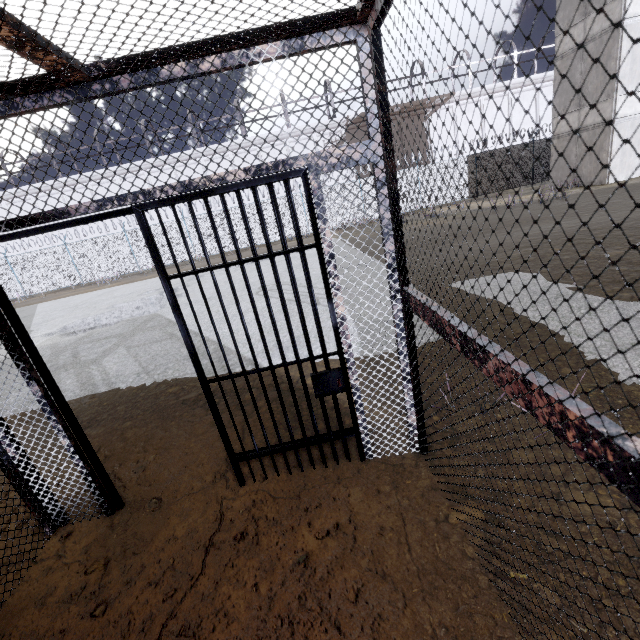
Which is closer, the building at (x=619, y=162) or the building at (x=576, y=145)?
the building at (x=619, y=162)

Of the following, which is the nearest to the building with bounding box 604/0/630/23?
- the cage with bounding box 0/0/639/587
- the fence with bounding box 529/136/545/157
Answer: the fence with bounding box 529/136/545/157

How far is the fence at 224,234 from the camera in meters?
21.4

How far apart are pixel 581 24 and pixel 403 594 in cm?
2562

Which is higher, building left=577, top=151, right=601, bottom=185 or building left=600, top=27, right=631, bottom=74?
building left=600, top=27, right=631, bottom=74

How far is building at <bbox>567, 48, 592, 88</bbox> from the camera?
16.5m

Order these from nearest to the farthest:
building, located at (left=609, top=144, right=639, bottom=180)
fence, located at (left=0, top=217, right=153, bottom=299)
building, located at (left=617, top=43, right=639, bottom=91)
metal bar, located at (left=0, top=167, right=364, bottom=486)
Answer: metal bar, located at (left=0, top=167, right=364, bottom=486) → building, located at (left=617, top=43, right=639, bottom=91) → building, located at (left=609, top=144, right=639, bottom=180) → fence, located at (left=0, top=217, right=153, bottom=299)

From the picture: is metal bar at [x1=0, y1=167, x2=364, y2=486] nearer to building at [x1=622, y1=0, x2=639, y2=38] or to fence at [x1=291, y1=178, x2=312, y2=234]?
fence at [x1=291, y1=178, x2=312, y2=234]
